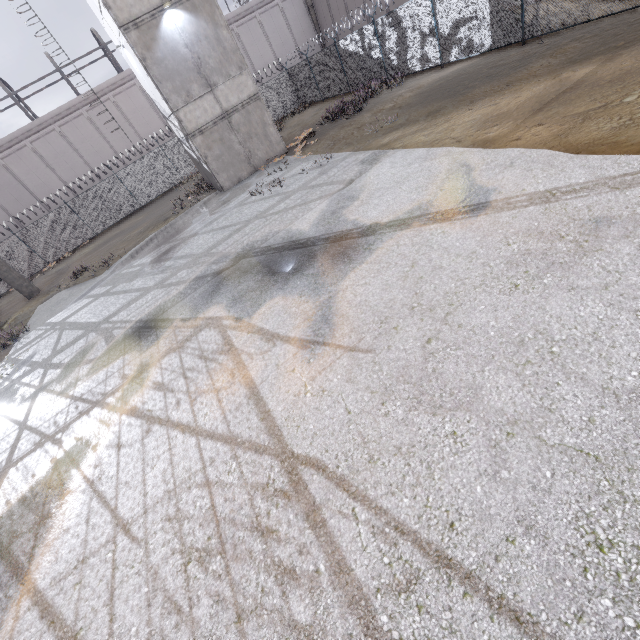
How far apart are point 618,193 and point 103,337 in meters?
11.6

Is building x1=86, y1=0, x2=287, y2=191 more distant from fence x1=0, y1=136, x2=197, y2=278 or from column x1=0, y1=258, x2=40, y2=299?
column x1=0, y1=258, x2=40, y2=299

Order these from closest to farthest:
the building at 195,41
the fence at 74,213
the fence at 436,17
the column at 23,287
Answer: the fence at 436,17 → the building at 195,41 → the column at 23,287 → the fence at 74,213

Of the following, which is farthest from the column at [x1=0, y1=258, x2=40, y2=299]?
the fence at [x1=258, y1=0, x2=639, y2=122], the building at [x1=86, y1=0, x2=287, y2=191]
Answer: the building at [x1=86, y1=0, x2=287, y2=191]

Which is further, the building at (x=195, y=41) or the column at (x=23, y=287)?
the column at (x=23, y=287)
